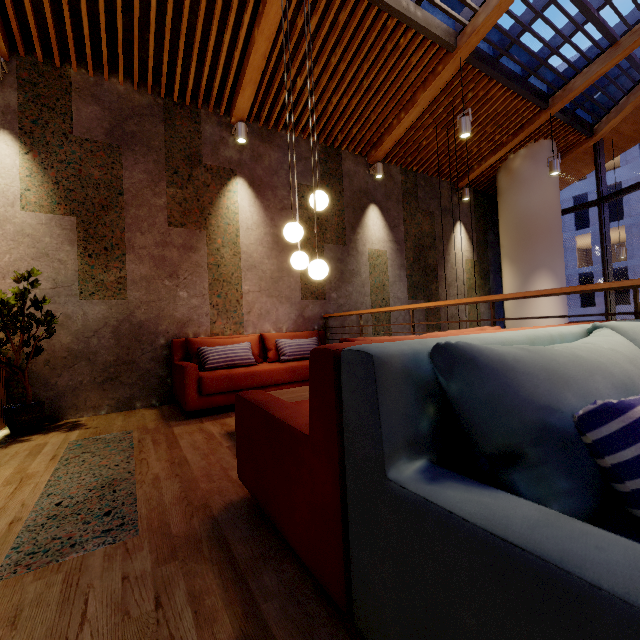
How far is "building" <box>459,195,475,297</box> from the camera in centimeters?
771cm

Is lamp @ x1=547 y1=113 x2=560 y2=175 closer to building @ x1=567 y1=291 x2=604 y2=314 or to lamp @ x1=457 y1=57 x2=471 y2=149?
lamp @ x1=457 y1=57 x2=471 y2=149

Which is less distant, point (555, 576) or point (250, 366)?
point (555, 576)

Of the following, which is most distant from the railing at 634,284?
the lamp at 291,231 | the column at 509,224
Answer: the column at 509,224

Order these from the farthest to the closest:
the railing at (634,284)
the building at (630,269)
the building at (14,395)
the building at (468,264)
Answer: the building at (630,269) < the building at (468,264) < the building at (14,395) < the railing at (634,284)

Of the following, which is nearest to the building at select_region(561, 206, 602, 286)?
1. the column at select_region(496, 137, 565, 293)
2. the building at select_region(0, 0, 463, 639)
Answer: the building at select_region(0, 0, 463, 639)

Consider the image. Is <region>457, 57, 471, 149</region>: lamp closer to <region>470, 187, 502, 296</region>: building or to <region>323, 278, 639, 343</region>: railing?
<region>470, 187, 502, 296</region>: building

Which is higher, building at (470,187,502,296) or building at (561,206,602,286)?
building at (561,206,602,286)
